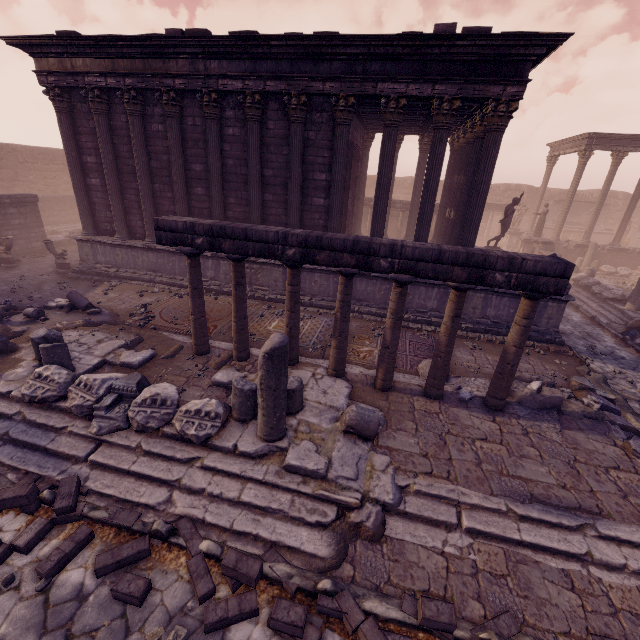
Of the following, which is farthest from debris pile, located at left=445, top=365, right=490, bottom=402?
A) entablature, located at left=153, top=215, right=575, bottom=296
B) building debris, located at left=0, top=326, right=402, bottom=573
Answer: entablature, located at left=153, top=215, right=575, bottom=296

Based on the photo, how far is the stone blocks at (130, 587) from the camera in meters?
3.5 m

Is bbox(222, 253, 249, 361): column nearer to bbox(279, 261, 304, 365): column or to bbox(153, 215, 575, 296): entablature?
bbox(153, 215, 575, 296): entablature

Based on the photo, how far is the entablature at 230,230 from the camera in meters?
5.3

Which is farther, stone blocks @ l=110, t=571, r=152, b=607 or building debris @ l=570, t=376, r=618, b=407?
building debris @ l=570, t=376, r=618, b=407

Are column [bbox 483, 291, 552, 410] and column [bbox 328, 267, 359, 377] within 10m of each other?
yes

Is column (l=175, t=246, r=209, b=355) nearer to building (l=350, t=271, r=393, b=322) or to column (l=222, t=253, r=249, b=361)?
column (l=222, t=253, r=249, b=361)

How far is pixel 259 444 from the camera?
5.0 meters
